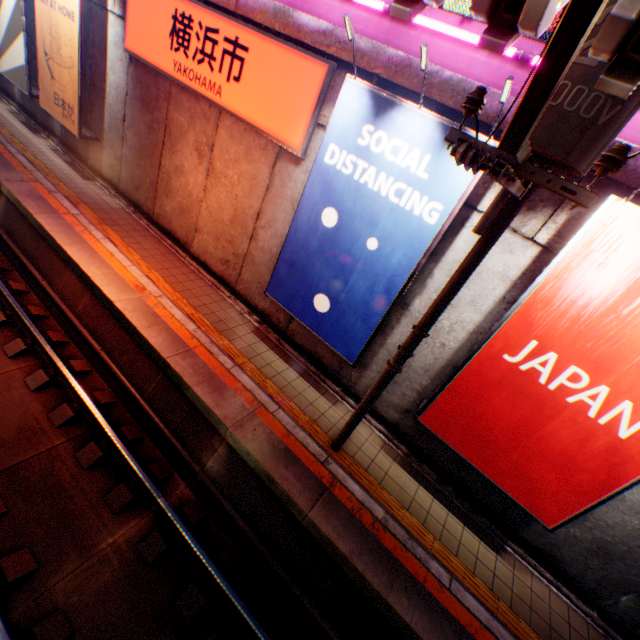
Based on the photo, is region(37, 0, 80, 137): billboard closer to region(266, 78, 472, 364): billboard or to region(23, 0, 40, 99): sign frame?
region(23, 0, 40, 99): sign frame

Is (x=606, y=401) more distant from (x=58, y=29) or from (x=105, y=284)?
(x=58, y=29)

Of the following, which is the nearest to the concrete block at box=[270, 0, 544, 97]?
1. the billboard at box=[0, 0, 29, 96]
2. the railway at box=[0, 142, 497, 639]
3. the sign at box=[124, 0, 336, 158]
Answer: the sign at box=[124, 0, 336, 158]

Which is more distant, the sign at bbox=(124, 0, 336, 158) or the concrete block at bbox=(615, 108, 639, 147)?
the sign at bbox=(124, 0, 336, 158)

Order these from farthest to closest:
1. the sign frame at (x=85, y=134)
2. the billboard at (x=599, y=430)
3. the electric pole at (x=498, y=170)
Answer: the sign frame at (x=85, y=134)
the billboard at (x=599, y=430)
the electric pole at (x=498, y=170)

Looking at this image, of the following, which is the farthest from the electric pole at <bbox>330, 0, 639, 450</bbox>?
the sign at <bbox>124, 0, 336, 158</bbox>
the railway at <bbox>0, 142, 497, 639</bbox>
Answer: the sign at <bbox>124, 0, 336, 158</bbox>

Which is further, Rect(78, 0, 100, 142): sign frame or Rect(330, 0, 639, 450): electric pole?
Rect(78, 0, 100, 142): sign frame

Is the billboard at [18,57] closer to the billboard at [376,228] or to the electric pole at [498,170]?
the billboard at [376,228]
